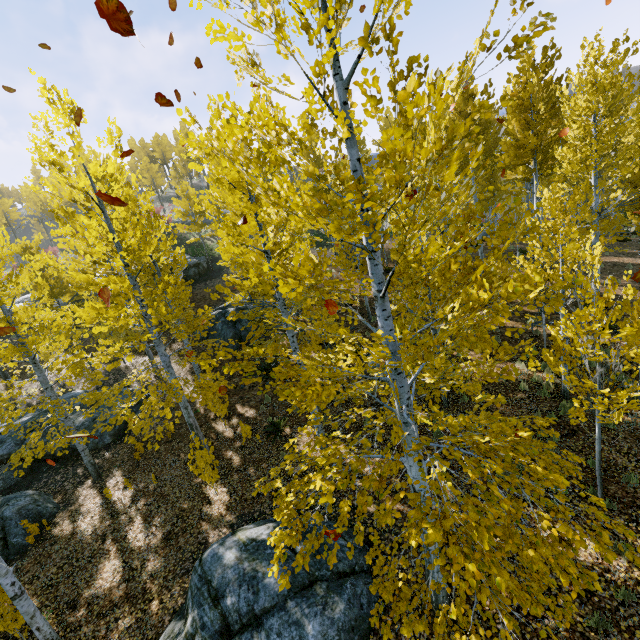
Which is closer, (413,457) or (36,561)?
(413,457)

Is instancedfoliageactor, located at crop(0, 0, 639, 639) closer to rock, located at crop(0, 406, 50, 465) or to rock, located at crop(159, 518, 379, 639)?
rock, located at crop(159, 518, 379, 639)

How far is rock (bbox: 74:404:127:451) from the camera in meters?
13.2 m

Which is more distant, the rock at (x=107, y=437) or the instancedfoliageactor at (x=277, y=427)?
the rock at (x=107, y=437)

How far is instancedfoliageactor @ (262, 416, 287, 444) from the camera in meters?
10.9

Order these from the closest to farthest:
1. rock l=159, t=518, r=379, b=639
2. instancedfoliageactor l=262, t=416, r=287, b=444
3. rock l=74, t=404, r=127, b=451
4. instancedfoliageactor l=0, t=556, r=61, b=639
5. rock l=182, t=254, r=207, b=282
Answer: rock l=159, t=518, r=379, b=639, instancedfoliageactor l=0, t=556, r=61, b=639, instancedfoliageactor l=262, t=416, r=287, b=444, rock l=74, t=404, r=127, b=451, rock l=182, t=254, r=207, b=282

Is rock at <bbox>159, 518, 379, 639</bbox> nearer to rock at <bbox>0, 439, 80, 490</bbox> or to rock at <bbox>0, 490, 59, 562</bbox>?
rock at <bbox>0, 490, 59, 562</bbox>

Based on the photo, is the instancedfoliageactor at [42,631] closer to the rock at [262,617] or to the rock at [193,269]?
the rock at [262,617]
